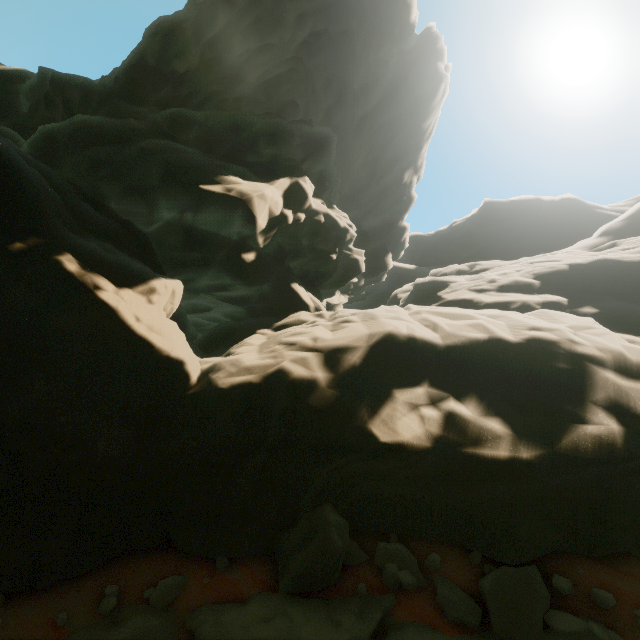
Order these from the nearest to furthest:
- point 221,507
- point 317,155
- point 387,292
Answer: point 221,507
point 317,155
point 387,292

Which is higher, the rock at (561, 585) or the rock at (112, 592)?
the rock at (561, 585)

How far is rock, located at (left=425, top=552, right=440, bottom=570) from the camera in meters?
5.9

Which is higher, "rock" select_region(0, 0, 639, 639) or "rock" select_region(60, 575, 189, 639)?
"rock" select_region(0, 0, 639, 639)

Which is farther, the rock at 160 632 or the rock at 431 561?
the rock at 431 561
